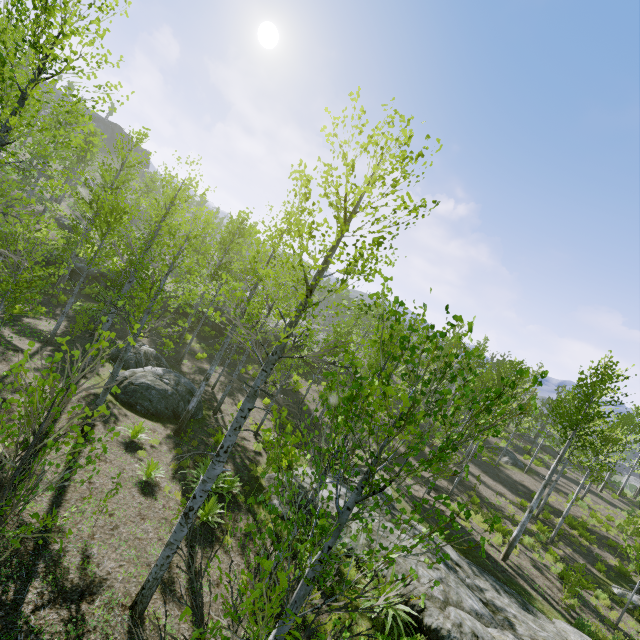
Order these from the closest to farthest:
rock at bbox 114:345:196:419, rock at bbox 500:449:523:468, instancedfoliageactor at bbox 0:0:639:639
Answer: instancedfoliageactor at bbox 0:0:639:639 → rock at bbox 114:345:196:419 → rock at bbox 500:449:523:468

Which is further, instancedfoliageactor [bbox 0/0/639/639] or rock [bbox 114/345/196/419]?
rock [bbox 114/345/196/419]

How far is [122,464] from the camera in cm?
938

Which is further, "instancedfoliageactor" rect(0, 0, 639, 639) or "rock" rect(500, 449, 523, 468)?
"rock" rect(500, 449, 523, 468)

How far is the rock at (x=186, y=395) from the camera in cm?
1328

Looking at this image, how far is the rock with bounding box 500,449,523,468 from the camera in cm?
2911

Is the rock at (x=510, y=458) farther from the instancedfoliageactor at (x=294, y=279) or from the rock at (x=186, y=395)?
the rock at (x=186, y=395)

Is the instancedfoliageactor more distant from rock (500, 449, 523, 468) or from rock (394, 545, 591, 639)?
rock (394, 545, 591, 639)
